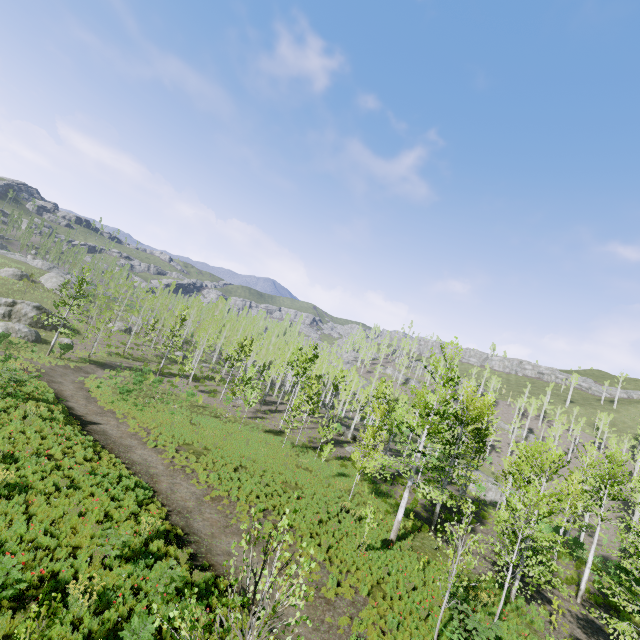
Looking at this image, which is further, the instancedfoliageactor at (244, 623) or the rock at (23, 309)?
the rock at (23, 309)

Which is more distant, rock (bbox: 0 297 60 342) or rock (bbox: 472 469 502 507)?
rock (bbox: 472 469 502 507)

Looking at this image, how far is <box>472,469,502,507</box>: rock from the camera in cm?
3925

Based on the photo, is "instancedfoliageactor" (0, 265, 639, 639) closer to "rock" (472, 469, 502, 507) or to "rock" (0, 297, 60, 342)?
"rock" (472, 469, 502, 507)

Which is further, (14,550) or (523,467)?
(523,467)

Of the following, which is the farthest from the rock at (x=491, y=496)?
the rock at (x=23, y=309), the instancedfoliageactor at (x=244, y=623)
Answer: the rock at (x=23, y=309)
